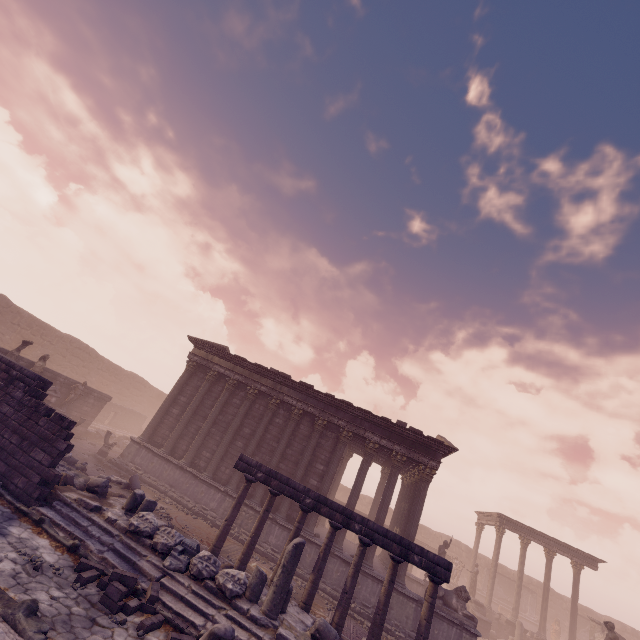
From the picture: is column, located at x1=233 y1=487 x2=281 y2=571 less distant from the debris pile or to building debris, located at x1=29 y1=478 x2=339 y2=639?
building debris, located at x1=29 y1=478 x2=339 y2=639

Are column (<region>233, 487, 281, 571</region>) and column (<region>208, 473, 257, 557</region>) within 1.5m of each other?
yes

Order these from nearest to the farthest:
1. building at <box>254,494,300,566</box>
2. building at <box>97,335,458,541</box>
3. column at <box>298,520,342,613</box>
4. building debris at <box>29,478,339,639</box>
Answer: building debris at <box>29,478,339,639</box> → column at <box>298,520,342,613</box> → building at <box>254,494,300,566</box> → building at <box>97,335,458,541</box>

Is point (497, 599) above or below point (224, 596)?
above

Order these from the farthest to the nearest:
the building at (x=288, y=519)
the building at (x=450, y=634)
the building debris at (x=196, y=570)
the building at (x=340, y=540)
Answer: the building at (x=288, y=519)
the building at (x=340, y=540)
the building at (x=450, y=634)
the building debris at (x=196, y=570)

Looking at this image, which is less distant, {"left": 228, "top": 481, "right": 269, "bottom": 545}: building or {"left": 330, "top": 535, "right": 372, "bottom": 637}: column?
{"left": 330, "top": 535, "right": 372, "bottom": 637}: column

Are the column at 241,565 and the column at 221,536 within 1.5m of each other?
yes

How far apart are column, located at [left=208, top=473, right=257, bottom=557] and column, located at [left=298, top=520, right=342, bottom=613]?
2.8m
